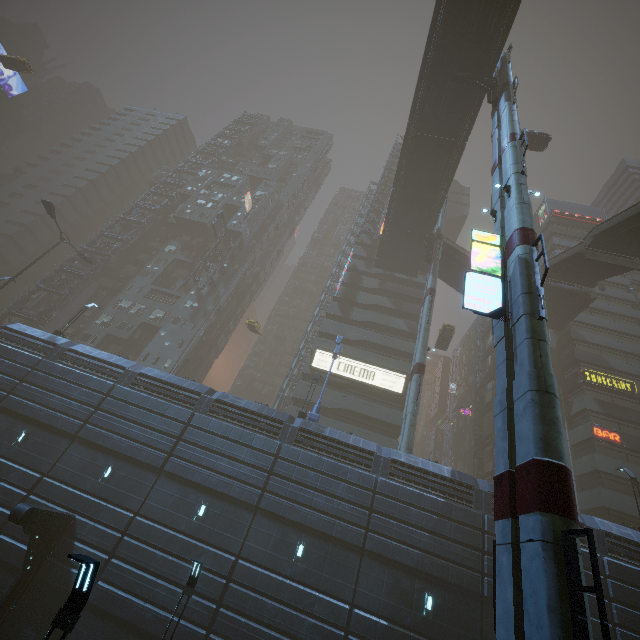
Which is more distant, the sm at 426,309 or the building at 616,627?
the sm at 426,309

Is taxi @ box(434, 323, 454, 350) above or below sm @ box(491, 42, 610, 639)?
above

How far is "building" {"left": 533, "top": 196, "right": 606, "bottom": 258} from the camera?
48.1m

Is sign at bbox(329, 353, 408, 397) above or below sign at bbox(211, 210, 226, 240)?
below

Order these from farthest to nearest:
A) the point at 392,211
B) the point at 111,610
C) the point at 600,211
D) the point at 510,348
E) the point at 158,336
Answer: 1. the point at 600,211
2. the point at 158,336
3. the point at 392,211
4. the point at 111,610
5. the point at 510,348

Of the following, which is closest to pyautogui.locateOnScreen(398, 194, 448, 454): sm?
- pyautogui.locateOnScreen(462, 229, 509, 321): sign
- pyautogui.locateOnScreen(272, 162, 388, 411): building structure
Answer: pyautogui.locateOnScreen(462, 229, 509, 321): sign

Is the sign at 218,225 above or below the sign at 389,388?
above

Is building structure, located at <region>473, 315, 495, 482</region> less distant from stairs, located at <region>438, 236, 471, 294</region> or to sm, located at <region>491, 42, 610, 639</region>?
stairs, located at <region>438, 236, 471, 294</region>
